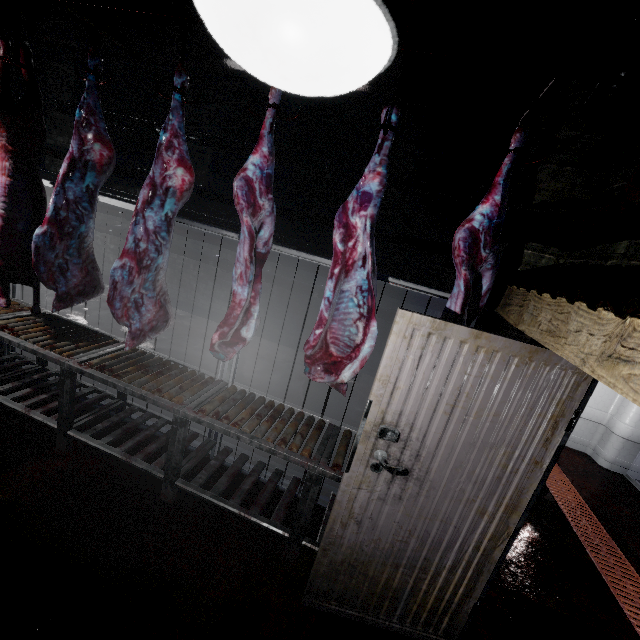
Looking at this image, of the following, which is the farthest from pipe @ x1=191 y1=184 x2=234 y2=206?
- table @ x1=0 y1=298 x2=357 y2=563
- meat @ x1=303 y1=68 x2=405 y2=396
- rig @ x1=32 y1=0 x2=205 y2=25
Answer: table @ x1=0 y1=298 x2=357 y2=563

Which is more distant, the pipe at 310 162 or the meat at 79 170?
the pipe at 310 162

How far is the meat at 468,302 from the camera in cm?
157

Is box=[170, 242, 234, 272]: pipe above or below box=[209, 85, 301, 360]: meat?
below

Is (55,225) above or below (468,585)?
above

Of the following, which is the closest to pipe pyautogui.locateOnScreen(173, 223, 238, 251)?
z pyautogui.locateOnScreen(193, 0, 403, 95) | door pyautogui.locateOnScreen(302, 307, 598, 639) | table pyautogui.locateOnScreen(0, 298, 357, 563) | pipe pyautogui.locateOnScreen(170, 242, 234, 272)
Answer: pipe pyautogui.locateOnScreen(170, 242, 234, 272)

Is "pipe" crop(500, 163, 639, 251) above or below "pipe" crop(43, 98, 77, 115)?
below

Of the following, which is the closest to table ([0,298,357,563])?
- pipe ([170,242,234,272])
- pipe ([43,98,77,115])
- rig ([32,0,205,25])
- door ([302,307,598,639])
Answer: door ([302,307,598,639])
